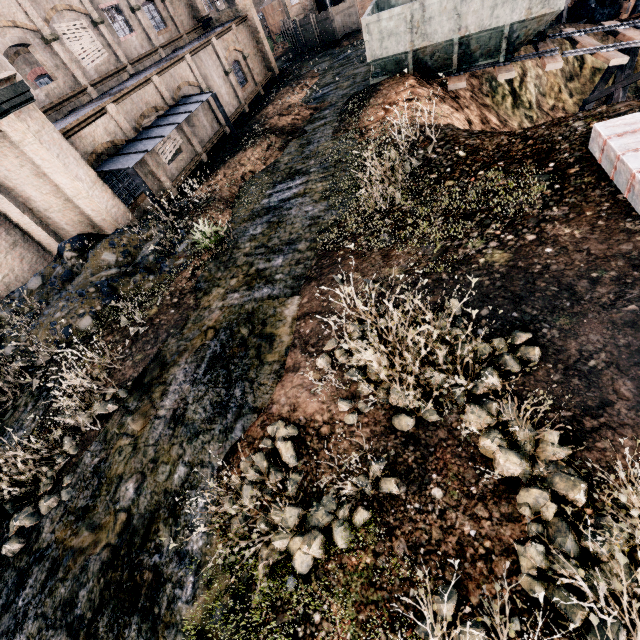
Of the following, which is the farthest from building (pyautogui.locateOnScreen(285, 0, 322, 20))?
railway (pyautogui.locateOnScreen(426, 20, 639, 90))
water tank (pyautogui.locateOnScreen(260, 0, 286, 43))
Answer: railway (pyautogui.locateOnScreen(426, 20, 639, 90))

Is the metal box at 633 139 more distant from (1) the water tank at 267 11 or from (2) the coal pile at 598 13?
(1) the water tank at 267 11

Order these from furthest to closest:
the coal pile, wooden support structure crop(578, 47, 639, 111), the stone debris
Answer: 1. the coal pile
2. wooden support structure crop(578, 47, 639, 111)
3. the stone debris

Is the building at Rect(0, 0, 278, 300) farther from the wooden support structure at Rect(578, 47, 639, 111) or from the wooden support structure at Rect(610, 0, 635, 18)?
the wooden support structure at Rect(610, 0, 635, 18)

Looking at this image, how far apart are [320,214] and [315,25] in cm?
3505

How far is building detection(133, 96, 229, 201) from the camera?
17.8m

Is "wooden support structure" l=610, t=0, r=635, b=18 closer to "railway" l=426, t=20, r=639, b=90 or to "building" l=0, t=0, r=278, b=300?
"railway" l=426, t=20, r=639, b=90

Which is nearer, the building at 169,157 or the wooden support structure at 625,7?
the building at 169,157
